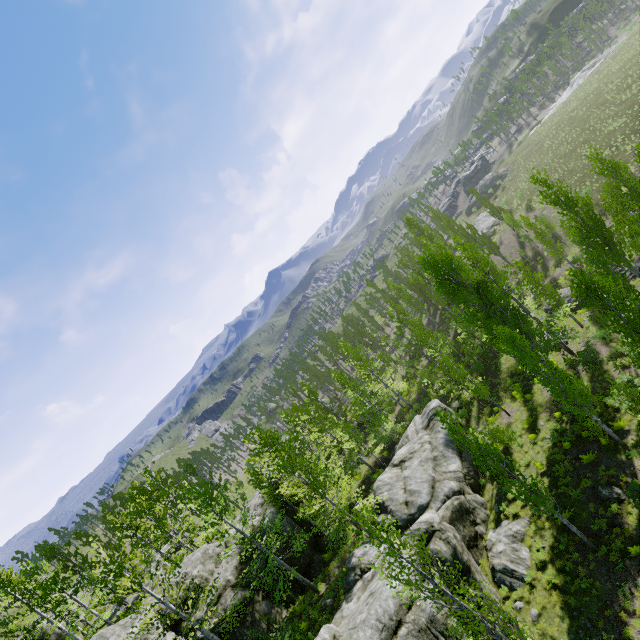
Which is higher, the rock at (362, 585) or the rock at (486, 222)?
the rock at (362, 585)

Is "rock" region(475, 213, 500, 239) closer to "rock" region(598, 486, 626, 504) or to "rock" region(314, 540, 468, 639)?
"rock" region(314, 540, 468, 639)

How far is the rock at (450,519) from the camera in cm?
1532

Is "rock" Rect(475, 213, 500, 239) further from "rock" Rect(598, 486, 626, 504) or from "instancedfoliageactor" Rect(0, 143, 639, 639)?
"rock" Rect(598, 486, 626, 504)

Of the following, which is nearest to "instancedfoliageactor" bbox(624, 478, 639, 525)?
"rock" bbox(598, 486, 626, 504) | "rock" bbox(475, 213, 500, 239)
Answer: "rock" bbox(475, 213, 500, 239)

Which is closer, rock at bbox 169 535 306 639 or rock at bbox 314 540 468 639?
rock at bbox 314 540 468 639

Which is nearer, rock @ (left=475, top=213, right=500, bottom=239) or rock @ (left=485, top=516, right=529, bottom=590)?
rock @ (left=485, top=516, right=529, bottom=590)

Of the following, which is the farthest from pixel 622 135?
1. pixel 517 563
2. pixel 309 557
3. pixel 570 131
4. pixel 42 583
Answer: pixel 42 583
